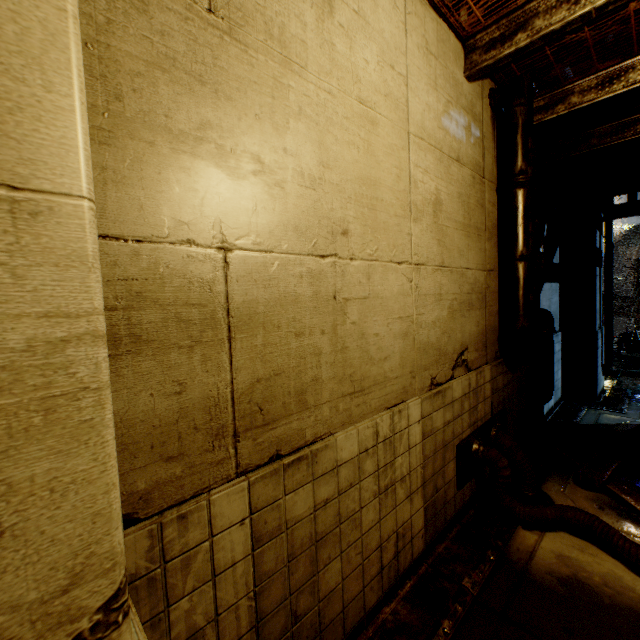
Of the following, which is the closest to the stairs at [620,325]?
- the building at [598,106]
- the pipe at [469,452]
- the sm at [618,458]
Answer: the building at [598,106]

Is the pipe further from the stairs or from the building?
the stairs

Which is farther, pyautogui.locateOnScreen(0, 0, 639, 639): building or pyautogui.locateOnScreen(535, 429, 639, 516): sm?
pyautogui.locateOnScreen(535, 429, 639, 516): sm

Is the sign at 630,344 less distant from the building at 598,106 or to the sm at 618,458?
the building at 598,106

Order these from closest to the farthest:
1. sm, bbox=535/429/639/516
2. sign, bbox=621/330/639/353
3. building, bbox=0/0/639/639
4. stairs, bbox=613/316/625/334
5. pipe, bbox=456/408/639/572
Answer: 1. building, bbox=0/0/639/639
2. pipe, bbox=456/408/639/572
3. sm, bbox=535/429/639/516
4. sign, bbox=621/330/639/353
5. stairs, bbox=613/316/625/334

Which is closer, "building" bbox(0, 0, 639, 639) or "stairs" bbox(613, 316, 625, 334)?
"building" bbox(0, 0, 639, 639)

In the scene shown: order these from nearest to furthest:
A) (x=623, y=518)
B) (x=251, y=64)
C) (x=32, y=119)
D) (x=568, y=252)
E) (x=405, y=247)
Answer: (x=32, y=119), (x=251, y=64), (x=405, y=247), (x=623, y=518), (x=568, y=252)

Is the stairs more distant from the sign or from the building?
the sign
